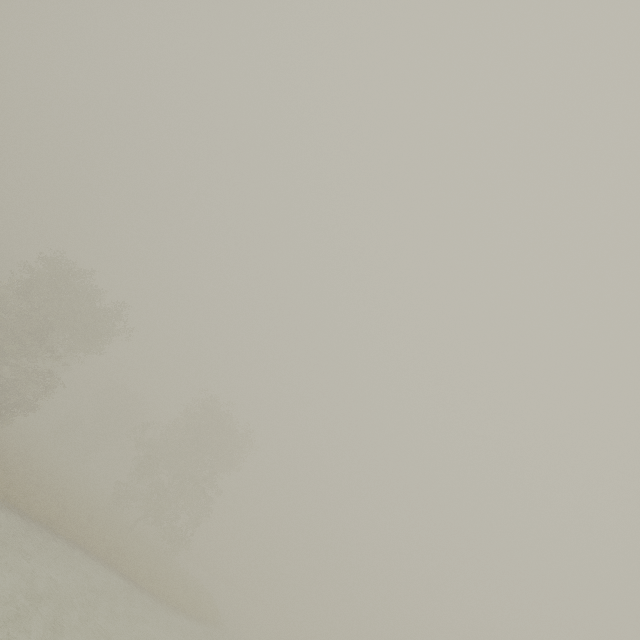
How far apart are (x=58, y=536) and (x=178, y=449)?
14.21m
